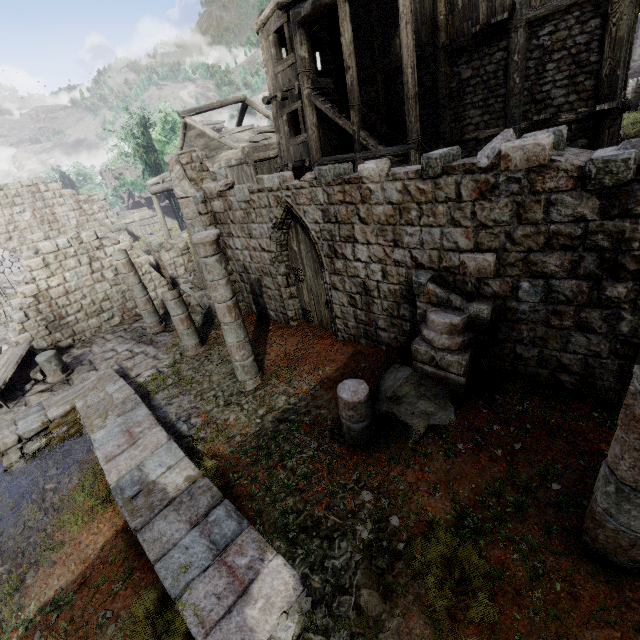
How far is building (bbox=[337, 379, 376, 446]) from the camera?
5.3 meters

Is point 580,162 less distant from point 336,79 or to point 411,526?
point 411,526

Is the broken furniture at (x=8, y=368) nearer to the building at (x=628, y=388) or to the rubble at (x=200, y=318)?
the building at (x=628, y=388)

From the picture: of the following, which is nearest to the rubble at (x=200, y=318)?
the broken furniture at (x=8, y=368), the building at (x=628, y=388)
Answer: the building at (x=628, y=388)

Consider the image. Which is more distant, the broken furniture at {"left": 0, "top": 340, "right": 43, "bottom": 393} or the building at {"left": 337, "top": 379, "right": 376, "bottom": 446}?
the broken furniture at {"left": 0, "top": 340, "right": 43, "bottom": 393}

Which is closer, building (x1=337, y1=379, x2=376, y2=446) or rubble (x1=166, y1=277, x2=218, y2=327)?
building (x1=337, y1=379, x2=376, y2=446)

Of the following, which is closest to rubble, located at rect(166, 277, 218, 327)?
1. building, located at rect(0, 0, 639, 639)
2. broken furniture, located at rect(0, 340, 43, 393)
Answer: building, located at rect(0, 0, 639, 639)

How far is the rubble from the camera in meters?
12.4 m
